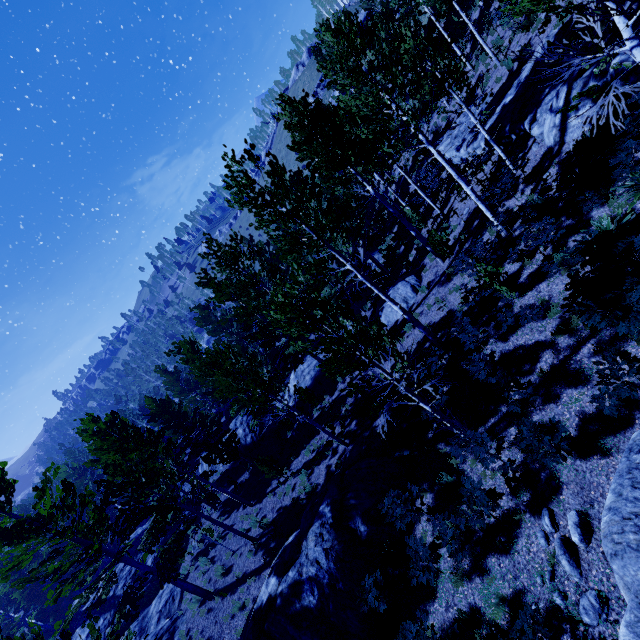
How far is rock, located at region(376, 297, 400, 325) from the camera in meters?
17.5

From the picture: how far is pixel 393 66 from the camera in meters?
9.4 m

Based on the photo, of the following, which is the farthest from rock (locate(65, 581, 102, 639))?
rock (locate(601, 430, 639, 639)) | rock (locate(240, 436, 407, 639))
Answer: rock (locate(601, 430, 639, 639))

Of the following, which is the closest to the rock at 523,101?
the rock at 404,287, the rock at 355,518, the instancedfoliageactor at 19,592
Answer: the instancedfoliageactor at 19,592

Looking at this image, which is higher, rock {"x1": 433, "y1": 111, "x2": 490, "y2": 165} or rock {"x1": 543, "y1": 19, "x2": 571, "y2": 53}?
rock {"x1": 543, "y1": 19, "x2": 571, "y2": 53}

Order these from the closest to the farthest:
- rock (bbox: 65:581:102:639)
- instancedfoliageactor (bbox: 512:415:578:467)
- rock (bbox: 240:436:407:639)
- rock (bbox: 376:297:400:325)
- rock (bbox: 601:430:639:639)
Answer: rock (bbox: 601:430:639:639), instancedfoliageactor (bbox: 512:415:578:467), rock (bbox: 240:436:407:639), rock (bbox: 376:297:400:325), rock (bbox: 65:581:102:639)

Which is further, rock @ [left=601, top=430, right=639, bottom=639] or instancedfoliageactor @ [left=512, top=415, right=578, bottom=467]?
instancedfoliageactor @ [left=512, top=415, right=578, bottom=467]

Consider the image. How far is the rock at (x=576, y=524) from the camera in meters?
5.8
